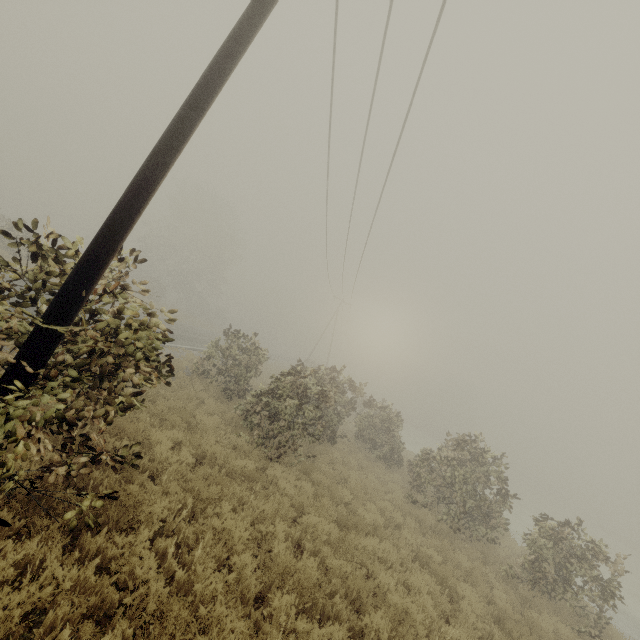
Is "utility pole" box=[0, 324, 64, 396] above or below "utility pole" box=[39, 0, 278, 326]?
below

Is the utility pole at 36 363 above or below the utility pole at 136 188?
below

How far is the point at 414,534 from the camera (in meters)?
9.31
